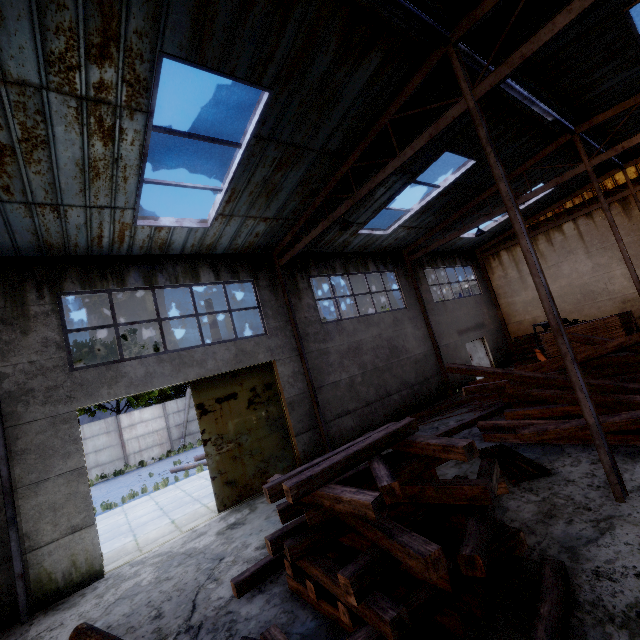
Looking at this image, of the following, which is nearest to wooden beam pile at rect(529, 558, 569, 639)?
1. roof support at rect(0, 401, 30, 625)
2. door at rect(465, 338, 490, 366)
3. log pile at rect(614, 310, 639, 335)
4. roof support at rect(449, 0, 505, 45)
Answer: roof support at rect(449, 0, 505, 45)

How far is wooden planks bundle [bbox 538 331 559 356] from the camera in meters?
12.8

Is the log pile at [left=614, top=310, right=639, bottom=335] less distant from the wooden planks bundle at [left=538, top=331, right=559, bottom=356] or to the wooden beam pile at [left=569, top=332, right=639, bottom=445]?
the wooden planks bundle at [left=538, top=331, right=559, bottom=356]

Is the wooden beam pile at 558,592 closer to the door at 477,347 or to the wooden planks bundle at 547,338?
the wooden planks bundle at 547,338

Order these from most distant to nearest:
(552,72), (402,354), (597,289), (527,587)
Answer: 1. (597,289)
2. (402,354)
3. (552,72)
4. (527,587)

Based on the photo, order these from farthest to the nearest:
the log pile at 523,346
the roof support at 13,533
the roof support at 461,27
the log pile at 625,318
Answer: the log pile at 523,346 → the log pile at 625,318 → the roof support at 13,533 → the roof support at 461,27

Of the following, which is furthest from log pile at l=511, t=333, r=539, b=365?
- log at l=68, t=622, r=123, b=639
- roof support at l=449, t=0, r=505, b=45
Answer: log at l=68, t=622, r=123, b=639

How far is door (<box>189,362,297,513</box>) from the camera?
9.5m
